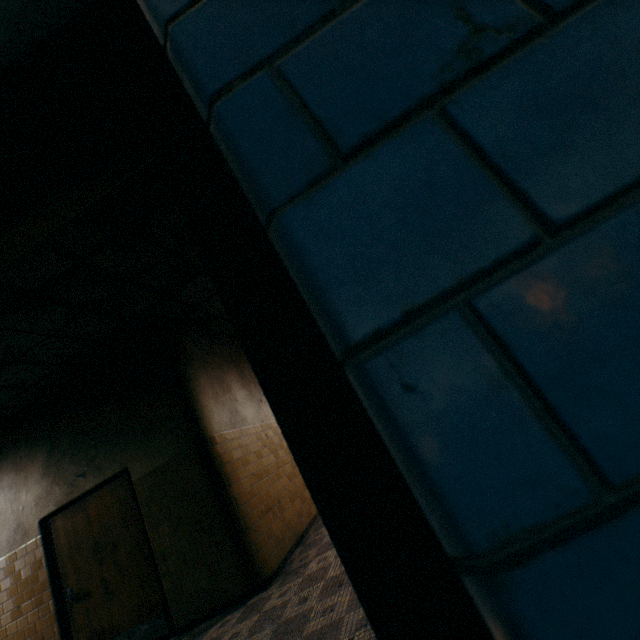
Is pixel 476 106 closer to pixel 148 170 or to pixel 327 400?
pixel 327 400

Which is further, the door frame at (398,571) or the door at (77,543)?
the door at (77,543)

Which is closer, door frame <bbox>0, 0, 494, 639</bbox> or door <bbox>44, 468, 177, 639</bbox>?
door frame <bbox>0, 0, 494, 639</bbox>
